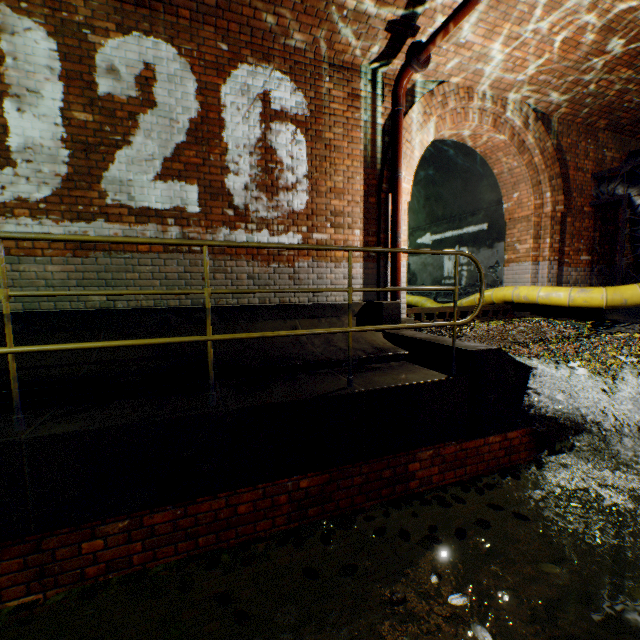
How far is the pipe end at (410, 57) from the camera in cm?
450

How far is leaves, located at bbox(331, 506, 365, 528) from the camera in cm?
291

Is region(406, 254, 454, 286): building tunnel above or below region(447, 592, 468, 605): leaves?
above

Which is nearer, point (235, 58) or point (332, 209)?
point (235, 58)

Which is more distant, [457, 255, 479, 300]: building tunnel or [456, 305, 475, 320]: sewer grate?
[457, 255, 479, 300]: building tunnel

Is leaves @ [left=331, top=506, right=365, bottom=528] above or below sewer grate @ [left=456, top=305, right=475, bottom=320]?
below

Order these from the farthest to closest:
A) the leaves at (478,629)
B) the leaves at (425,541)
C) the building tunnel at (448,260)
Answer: the building tunnel at (448,260)
the leaves at (425,541)
the leaves at (478,629)
